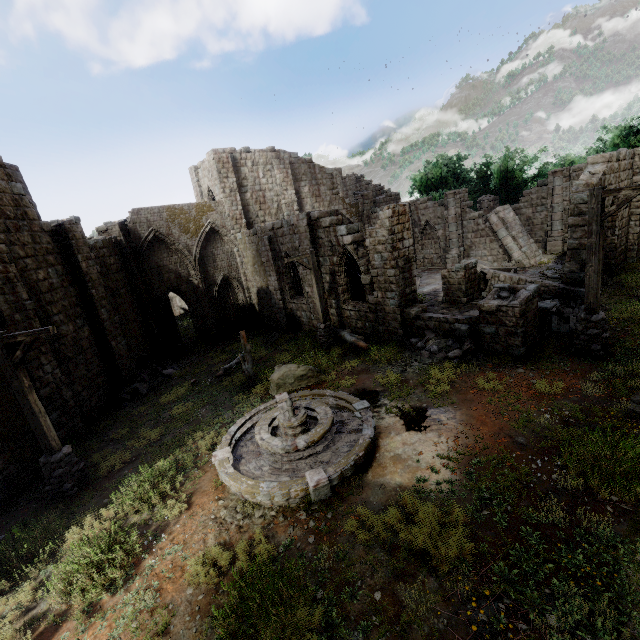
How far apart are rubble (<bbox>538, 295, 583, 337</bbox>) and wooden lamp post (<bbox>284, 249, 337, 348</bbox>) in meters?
8.0 m

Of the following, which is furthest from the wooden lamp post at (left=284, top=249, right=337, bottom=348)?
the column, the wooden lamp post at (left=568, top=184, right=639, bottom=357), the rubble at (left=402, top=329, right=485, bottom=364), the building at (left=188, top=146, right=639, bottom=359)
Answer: the column

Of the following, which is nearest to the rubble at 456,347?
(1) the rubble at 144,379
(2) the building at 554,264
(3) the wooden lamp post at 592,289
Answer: (2) the building at 554,264

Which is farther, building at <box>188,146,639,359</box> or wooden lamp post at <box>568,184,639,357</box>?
building at <box>188,146,639,359</box>

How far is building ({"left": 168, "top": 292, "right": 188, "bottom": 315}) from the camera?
43.6 meters

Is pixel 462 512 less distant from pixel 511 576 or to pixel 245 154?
pixel 511 576

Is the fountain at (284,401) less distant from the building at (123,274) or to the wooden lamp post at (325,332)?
the wooden lamp post at (325,332)

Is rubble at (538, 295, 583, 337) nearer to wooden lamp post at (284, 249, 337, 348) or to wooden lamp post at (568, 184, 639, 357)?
wooden lamp post at (568, 184, 639, 357)
